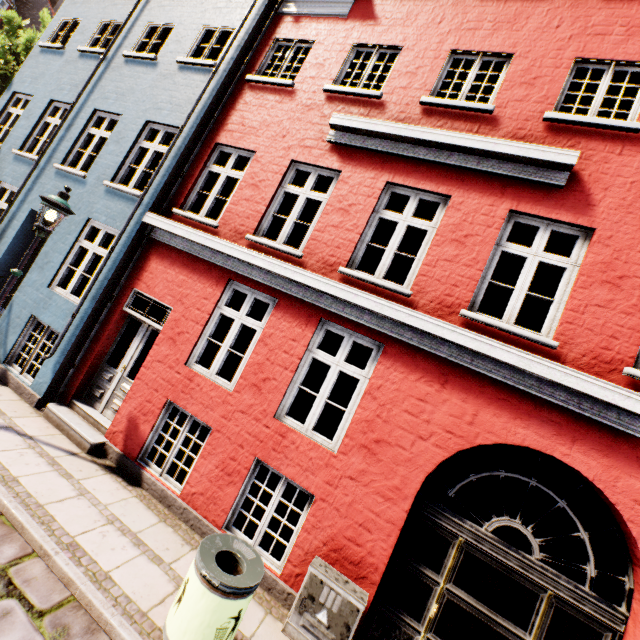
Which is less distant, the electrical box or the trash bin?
the trash bin

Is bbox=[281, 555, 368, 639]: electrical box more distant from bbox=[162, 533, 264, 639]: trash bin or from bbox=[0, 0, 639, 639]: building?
bbox=[162, 533, 264, 639]: trash bin

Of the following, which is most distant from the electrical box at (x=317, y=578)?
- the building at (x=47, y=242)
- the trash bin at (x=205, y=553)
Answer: the trash bin at (x=205, y=553)

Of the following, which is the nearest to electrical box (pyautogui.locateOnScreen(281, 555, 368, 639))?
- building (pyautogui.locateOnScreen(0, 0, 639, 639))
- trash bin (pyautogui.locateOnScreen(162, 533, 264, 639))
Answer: building (pyautogui.locateOnScreen(0, 0, 639, 639))

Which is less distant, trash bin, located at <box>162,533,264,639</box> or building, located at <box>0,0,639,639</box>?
trash bin, located at <box>162,533,264,639</box>

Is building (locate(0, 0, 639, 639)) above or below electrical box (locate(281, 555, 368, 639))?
above

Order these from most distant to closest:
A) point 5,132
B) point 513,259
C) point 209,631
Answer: point 513,259
point 5,132
point 209,631
